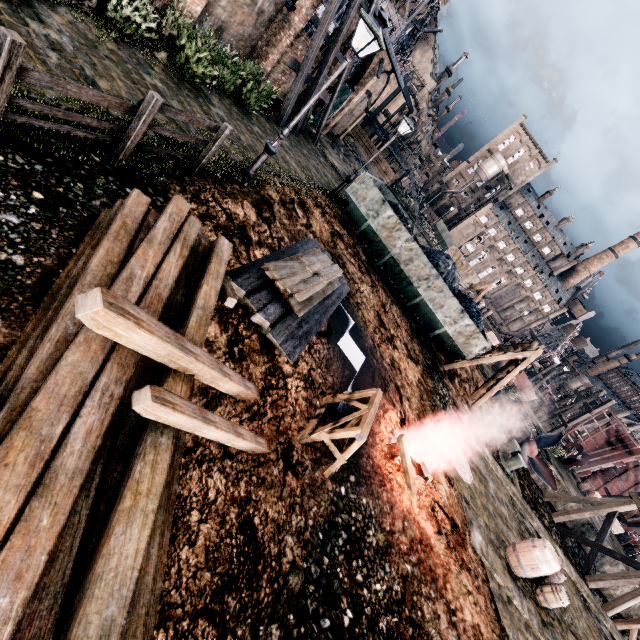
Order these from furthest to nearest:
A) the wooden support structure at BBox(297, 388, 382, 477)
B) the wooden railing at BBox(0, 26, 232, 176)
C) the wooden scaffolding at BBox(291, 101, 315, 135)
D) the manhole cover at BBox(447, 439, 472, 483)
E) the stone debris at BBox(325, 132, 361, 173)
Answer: the stone debris at BBox(325, 132, 361, 173) < the wooden scaffolding at BBox(291, 101, 315, 135) < the manhole cover at BBox(447, 439, 472, 483) < the wooden support structure at BBox(297, 388, 382, 477) < the wooden railing at BBox(0, 26, 232, 176)

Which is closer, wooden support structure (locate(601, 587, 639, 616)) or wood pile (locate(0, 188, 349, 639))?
wood pile (locate(0, 188, 349, 639))

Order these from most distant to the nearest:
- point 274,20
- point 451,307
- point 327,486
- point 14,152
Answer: point 274,20
point 451,307
point 327,486
point 14,152

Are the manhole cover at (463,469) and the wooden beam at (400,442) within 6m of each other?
yes

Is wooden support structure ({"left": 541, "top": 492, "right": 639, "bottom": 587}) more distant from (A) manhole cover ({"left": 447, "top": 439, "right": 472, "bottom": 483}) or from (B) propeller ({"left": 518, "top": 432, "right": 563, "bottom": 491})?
(A) manhole cover ({"left": 447, "top": 439, "right": 472, "bottom": 483})

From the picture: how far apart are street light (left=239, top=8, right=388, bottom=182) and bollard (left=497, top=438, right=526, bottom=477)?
18.01m

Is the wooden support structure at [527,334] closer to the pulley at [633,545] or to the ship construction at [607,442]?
the ship construction at [607,442]

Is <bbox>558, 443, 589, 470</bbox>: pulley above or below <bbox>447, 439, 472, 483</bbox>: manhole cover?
above
